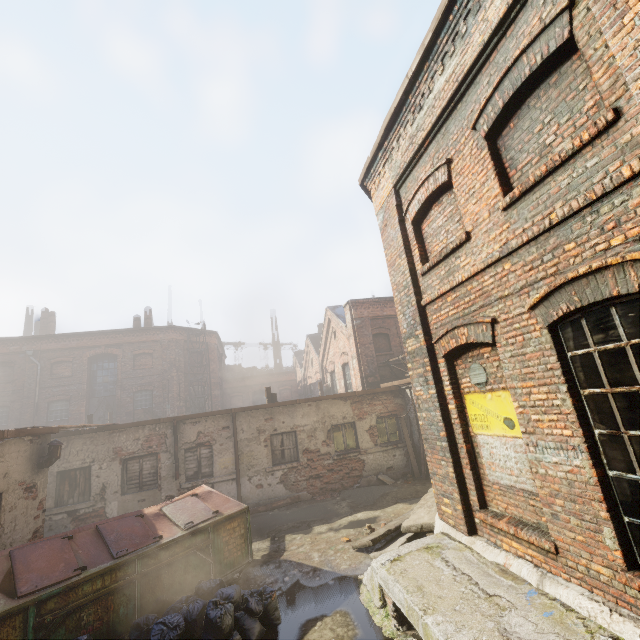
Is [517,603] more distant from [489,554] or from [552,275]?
[552,275]

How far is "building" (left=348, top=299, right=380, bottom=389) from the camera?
15.80m

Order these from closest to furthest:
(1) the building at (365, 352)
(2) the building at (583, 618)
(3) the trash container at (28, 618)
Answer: (2) the building at (583, 618), (3) the trash container at (28, 618), (1) the building at (365, 352)

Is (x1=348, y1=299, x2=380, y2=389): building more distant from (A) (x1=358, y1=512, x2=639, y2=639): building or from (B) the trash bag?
(B) the trash bag

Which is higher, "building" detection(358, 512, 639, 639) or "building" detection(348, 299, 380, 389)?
"building" detection(348, 299, 380, 389)

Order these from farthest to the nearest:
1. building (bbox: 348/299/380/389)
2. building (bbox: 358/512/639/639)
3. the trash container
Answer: building (bbox: 348/299/380/389) < the trash container < building (bbox: 358/512/639/639)

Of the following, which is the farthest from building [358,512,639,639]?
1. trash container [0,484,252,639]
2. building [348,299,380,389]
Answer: building [348,299,380,389]

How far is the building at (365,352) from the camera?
15.8m
